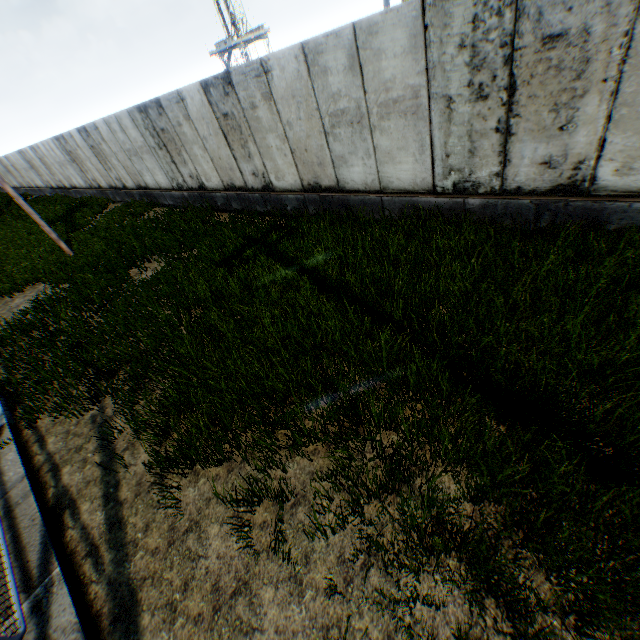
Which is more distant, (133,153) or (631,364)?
(133,153)
